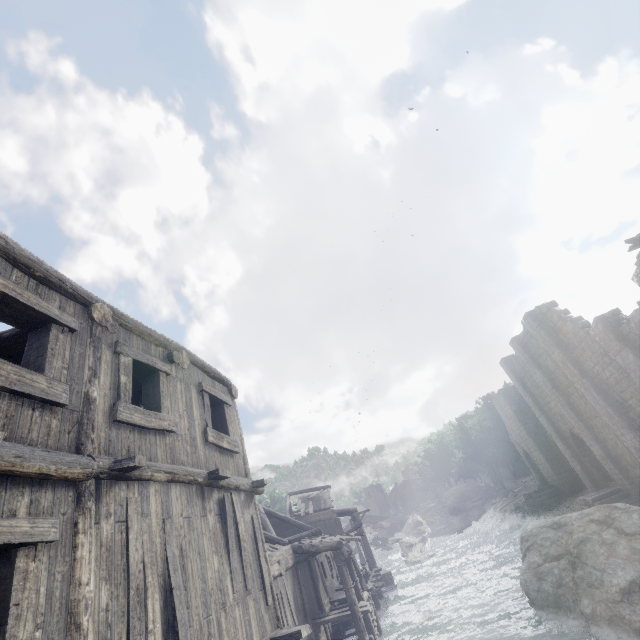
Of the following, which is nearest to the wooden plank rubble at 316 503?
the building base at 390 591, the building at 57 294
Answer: the building at 57 294

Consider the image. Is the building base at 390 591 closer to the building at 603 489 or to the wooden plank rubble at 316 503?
the building at 603 489

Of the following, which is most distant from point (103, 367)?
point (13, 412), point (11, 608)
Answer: point (11, 608)

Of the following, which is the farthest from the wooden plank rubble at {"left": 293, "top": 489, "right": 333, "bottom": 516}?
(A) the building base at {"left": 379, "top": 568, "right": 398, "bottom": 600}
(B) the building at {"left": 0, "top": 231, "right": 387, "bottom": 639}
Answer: (A) the building base at {"left": 379, "top": 568, "right": 398, "bottom": 600}

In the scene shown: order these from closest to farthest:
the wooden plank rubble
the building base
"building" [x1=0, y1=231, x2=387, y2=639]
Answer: "building" [x1=0, y1=231, x2=387, y2=639]
the building base
the wooden plank rubble

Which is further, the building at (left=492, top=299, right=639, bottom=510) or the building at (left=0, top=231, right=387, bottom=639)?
the building at (left=492, top=299, right=639, bottom=510)

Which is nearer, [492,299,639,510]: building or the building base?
[492,299,639,510]: building
